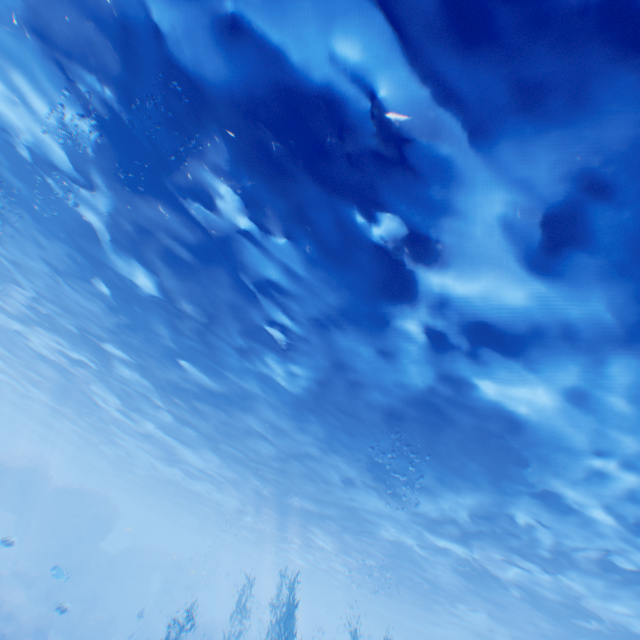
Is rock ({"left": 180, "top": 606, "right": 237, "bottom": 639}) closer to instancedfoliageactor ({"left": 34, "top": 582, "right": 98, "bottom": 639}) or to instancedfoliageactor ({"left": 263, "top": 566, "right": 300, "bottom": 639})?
instancedfoliageactor ({"left": 263, "top": 566, "right": 300, "bottom": 639})

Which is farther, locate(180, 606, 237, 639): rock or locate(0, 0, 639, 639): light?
locate(180, 606, 237, 639): rock

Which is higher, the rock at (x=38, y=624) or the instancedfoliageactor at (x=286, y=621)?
the instancedfoliageactor at (x=286, y=621)

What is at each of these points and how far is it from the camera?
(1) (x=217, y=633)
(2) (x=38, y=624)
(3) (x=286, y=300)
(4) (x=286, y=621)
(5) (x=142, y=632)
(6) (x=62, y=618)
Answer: (1) rock, 33.8m
(2) rock, 19.7m
(3) light, 9.5m
(4) instancedfoliageactor, 12.0m
(5) rock, 37.7m
(6) instancedfoliageactor, 25.8m

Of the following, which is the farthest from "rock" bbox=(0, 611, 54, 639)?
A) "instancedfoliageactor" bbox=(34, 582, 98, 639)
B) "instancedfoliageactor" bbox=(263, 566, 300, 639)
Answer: "instancedfoliageactor" bbox=(34, 582, 98, 639)

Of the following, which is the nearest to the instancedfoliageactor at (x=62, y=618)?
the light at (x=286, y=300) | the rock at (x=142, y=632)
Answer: the rock at (x=142, y=632)

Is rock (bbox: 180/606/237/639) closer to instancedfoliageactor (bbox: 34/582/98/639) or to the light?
the light

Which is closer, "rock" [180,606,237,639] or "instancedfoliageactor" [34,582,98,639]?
"instancedfoliageactor" [34,582,98,639]
